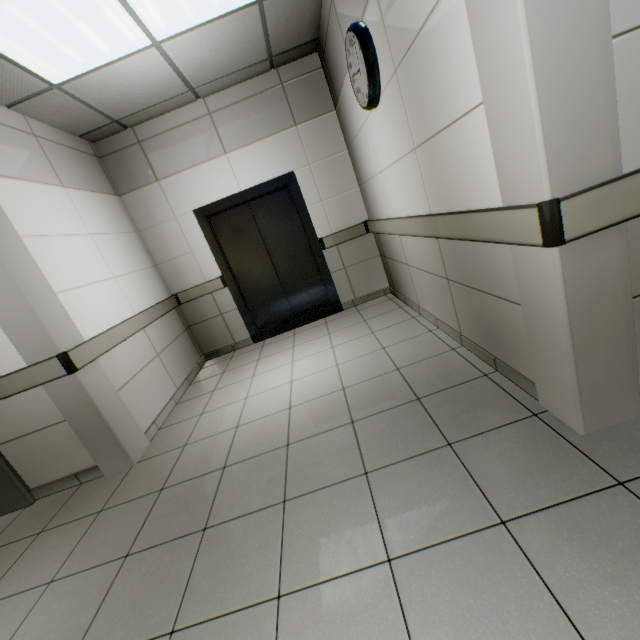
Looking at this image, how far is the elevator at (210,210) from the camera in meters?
4.4 m

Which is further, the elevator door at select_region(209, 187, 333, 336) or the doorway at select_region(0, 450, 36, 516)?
the elevator door at select_region(209, 187, 333, 336)

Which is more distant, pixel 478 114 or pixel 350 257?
pixel 350 257

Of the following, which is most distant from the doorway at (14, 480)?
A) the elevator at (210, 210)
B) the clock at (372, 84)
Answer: the clock at (372, 84)

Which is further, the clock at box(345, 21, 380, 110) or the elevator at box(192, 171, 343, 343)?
the elevator at box(192, 171, 343, 343)

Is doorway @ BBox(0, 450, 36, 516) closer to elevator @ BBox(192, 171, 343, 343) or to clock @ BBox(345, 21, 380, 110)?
elevator @ BBox(192, 171, 343, 343)

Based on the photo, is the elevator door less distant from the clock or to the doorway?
the clock
